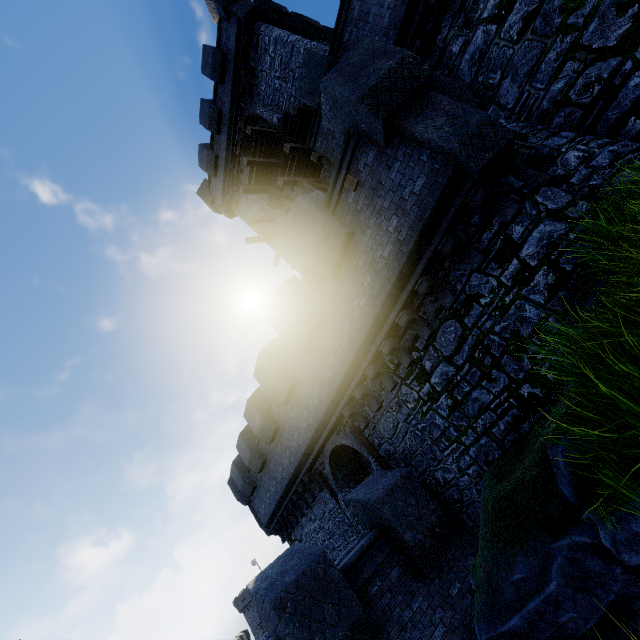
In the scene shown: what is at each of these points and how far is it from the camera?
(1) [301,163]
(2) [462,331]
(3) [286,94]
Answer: (1) wooden platform, 13.8 meters
(2) building tower, 6.9 meters
(3) building, 15.2 meters

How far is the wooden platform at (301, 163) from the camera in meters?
12.7

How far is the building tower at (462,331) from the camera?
5.67m

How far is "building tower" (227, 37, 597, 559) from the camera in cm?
567

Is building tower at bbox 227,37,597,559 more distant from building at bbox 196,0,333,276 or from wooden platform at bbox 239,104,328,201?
wooden platform at bbox 239,104,328,201

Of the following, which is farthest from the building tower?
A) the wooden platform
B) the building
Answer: the wooden platform

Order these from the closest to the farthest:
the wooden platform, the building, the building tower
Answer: the building tower → the wooden platform → the building
